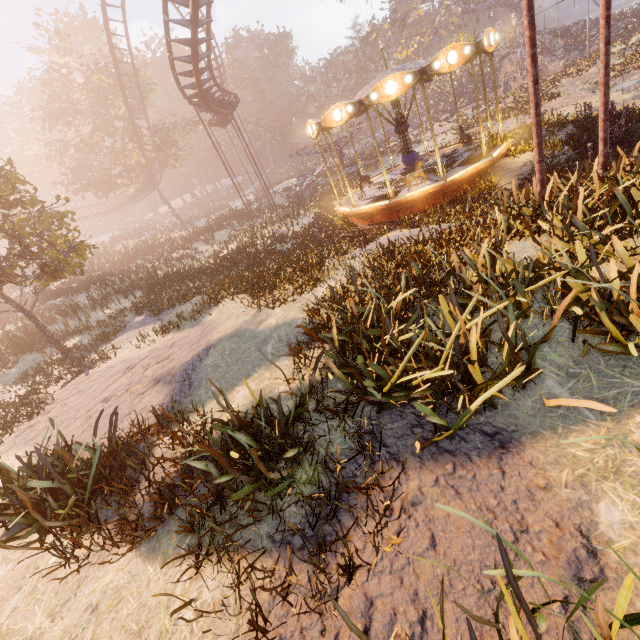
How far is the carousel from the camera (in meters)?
10.31

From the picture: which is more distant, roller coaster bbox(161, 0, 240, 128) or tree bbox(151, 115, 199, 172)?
tree bbox(151, 115, 199, 172)

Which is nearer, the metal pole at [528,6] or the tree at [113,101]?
the metal pole at [528,6]

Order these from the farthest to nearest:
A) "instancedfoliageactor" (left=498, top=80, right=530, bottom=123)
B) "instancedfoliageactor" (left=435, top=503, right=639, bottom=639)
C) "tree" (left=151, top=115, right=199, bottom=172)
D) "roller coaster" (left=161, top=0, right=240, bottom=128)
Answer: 1. "tree" (left=151, top=115, right=199, bottom=172)
2. "instancedfoliageactor" (left=498, top=80, right=530, bottom=123)
3. "roller coaster" (left=161, top=0, right=240, bottom=128)
4. "instancedfoliageactor" (left=435, top=503, right=639, bottom=639)

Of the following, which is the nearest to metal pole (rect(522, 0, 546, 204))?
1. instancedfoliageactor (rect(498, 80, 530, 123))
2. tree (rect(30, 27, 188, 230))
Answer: instancedfoliageactor (rect(498, 80, 530, 123))

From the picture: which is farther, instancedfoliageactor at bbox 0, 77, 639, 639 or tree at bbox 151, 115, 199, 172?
tree at bbox 151, 115, 199, 172

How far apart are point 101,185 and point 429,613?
44.2m

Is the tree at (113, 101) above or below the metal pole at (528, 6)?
above
